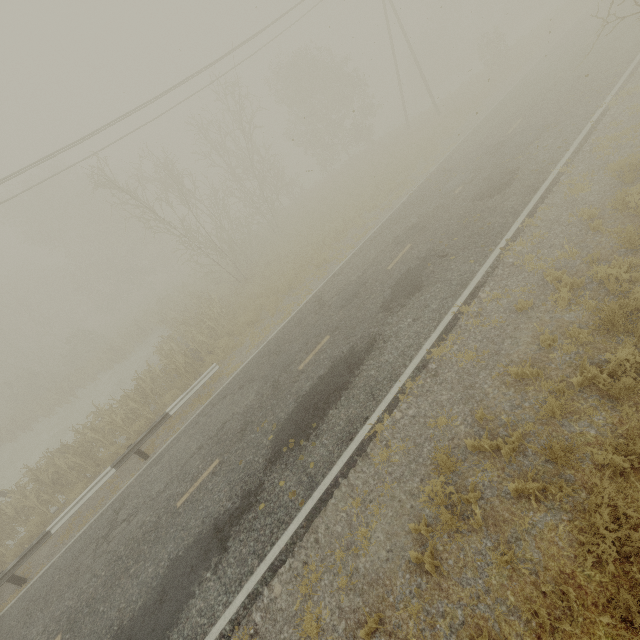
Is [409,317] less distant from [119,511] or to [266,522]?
[266,522]
